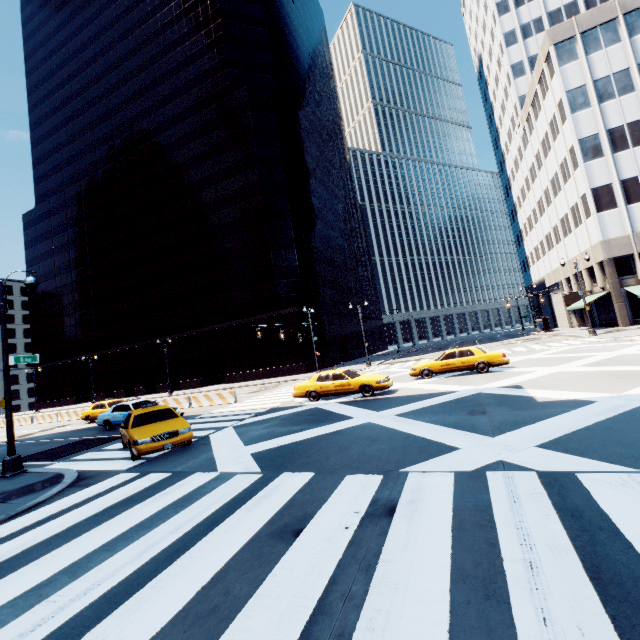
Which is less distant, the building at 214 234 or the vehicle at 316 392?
the vehicle at 316 392

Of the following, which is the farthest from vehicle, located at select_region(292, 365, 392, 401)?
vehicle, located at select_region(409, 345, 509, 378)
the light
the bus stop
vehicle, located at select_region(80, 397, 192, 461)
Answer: the bus stop

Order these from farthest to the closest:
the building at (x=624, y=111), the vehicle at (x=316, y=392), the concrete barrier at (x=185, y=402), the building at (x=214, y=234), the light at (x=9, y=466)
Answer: the building at (x=214, y=234) < the building at (x=624, y=111) < the concrete barrier at (x=185, y=402) < the vehicle at (x=316, y=392) < the light at (x=9, y=466)

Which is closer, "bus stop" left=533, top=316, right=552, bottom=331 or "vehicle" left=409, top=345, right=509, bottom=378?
"vehicle" left=409, top=345, right=509, bottom=378

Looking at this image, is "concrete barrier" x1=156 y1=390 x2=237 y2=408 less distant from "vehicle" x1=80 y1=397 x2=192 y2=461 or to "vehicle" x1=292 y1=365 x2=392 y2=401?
"vehicle" x1=292 y1=365 x2=392 y2=401

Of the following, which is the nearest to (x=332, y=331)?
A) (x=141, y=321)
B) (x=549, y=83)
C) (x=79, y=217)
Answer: (x=141, y=321)

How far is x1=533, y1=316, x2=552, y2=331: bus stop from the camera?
44.8 meters

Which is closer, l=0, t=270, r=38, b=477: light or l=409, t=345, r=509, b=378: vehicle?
l=0, t=270, r=38, b=477: light
